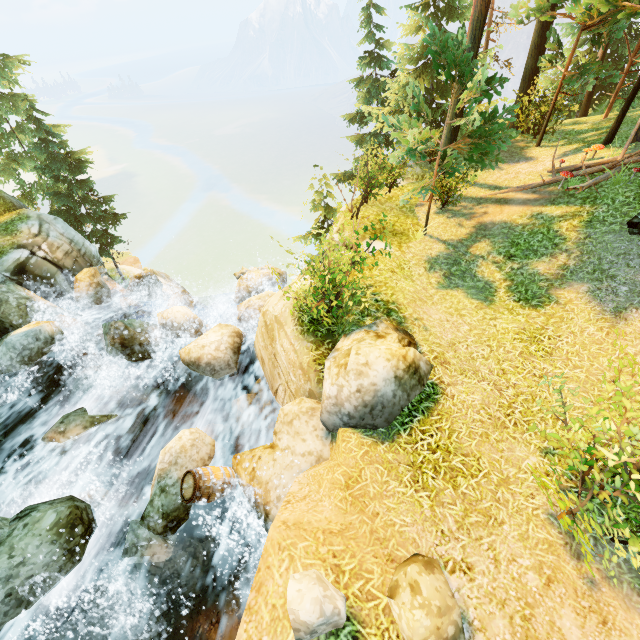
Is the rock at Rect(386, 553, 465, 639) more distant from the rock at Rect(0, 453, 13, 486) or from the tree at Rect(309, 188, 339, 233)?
the tree at Rect(309, 188, 339, 233)

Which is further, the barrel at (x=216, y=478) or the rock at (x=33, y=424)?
the rock at (x=33, y=424)

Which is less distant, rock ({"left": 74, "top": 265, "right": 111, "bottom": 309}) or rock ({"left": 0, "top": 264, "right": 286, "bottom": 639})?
rock ({"left": 0, "top": 264, "right": 286, "bottom": 639})

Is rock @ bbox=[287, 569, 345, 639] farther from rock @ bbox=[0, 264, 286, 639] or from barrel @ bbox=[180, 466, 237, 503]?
barrel @ bbox=[180, 466, 237, 503]

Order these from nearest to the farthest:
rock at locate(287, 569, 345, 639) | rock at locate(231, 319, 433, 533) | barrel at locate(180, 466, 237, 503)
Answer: rock at locate(287, 569, 345, 639), rock at locate(231, 319, 433, 533), barrel at locate(180, 466, 237, 503)

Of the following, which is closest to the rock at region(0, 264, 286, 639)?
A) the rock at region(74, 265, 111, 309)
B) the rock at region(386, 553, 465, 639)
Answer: the rock at region(386, 553, 465, 639)

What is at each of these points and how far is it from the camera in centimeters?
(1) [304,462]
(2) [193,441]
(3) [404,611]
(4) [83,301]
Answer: (1) rock, 654cm
(2) rock, 756cm
(3) rock, 379cm
(4) rock, 1484cm

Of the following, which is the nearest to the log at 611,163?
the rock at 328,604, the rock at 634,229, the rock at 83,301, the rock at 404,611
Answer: the rock at 634,229
